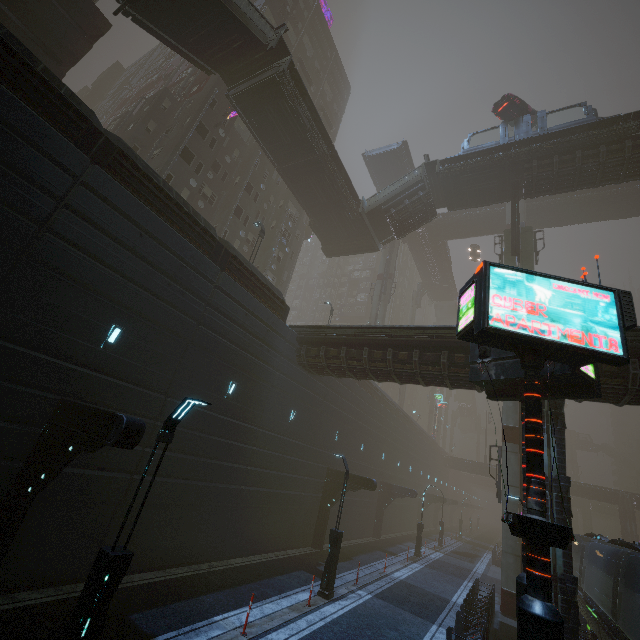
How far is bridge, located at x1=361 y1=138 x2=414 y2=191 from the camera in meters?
39.3

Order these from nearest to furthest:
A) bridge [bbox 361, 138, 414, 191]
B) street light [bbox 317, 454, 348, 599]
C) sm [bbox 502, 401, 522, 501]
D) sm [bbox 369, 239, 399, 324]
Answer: street light [bbox 317, 454, 348, 599] → sm [bbox 502, 401, 522, 501] → bridge [bbox 361, 138, 414, 191] → sm [bbox 369, 239, 399, 324]

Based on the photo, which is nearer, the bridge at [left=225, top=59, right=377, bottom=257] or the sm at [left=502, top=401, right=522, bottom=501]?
the sm at [left=502, top=401, right=522, bottom=501]

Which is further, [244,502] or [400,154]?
[400,154]

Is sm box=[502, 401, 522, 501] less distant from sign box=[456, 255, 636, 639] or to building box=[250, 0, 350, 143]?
building box=[250, 0, 350, 143]

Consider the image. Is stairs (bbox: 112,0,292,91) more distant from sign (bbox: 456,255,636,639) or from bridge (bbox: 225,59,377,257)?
sign (bbox: 456,255,636,639)

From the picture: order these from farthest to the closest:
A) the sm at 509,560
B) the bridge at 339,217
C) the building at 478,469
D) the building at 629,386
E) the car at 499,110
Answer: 1. the building at 478,469
2. the car at 499,110
3. the bridge at 339,217
4. the sm at 509,560
5. the building at 629,386

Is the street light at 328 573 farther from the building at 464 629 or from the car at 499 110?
the car at 499 110
